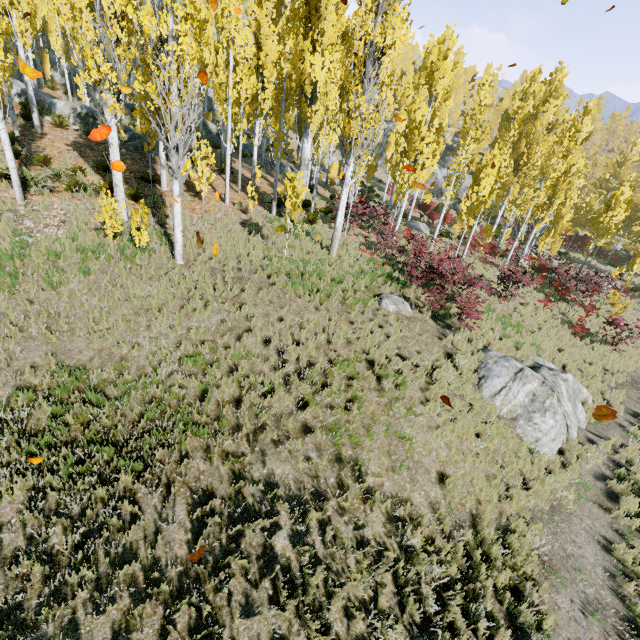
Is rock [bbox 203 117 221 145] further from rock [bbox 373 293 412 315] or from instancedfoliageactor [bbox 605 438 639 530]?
rock [bbox 373 293 412 315]

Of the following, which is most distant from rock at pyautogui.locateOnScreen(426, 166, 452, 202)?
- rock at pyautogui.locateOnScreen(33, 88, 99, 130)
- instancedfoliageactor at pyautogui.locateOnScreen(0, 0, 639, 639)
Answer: rock at pyautogui.locateOnScreen(33, 88, 99, 130)

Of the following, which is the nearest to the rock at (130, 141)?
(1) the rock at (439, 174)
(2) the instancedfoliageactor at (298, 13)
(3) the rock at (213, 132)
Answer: (2) the instancedfoliageactor at (298, 13)

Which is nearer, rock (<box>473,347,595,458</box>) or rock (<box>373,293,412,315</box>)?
rock (<box>473,347,595,458</box>)

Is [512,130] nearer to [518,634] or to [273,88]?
[273,88]

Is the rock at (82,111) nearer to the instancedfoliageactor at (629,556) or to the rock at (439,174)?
the instancedfoliageactor at (629,556)

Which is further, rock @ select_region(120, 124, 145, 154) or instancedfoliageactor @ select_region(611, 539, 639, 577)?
rock @ select_region(120, 124, 145, 154)

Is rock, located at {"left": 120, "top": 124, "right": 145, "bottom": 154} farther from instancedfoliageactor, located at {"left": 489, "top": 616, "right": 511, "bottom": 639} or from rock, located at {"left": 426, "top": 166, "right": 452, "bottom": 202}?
rock, located at {"left": 426, "top": 166, "right": 452, "bottom": 202}
